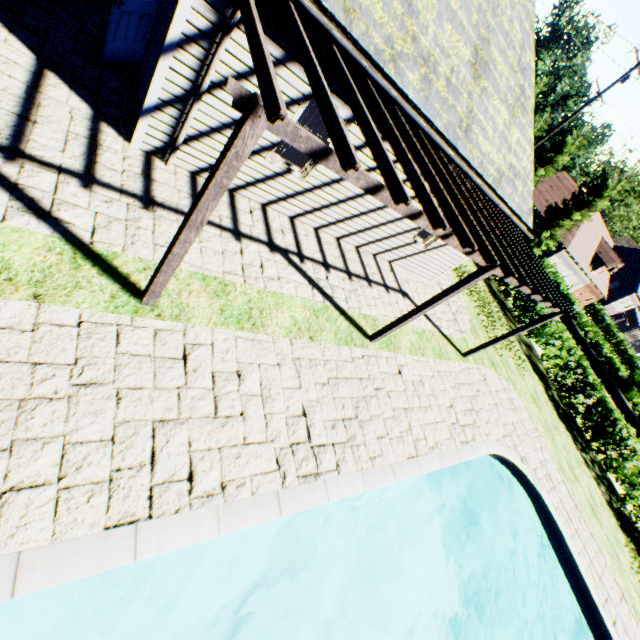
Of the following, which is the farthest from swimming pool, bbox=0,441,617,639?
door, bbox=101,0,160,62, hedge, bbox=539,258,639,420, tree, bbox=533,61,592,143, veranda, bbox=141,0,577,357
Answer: door, bbox=101,0,160,62

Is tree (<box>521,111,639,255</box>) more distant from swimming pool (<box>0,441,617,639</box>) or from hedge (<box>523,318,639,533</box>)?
swimming pool (<box>0,441,617,639</box>)

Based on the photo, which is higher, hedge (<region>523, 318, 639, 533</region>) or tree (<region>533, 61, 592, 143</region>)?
tree (<region>533, 61, 592, 143</region>)

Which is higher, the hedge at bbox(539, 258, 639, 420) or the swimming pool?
the hedge at bbox(539, 258, 639, 420)

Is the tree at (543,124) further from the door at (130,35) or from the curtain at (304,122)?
the door at (130,35)

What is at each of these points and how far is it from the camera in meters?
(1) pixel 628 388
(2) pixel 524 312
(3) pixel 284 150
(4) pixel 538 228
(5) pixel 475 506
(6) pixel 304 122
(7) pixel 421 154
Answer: (1) hedge, 26.6
(2) hedge, 17.2
(3) curtain, 6.7
(4) tree, 34.0
(5) swimming pool, 10.5
(6) curtain, 6.3
(7) veranda, 5.2

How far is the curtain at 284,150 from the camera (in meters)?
6.61

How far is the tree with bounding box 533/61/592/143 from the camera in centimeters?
3503cm
